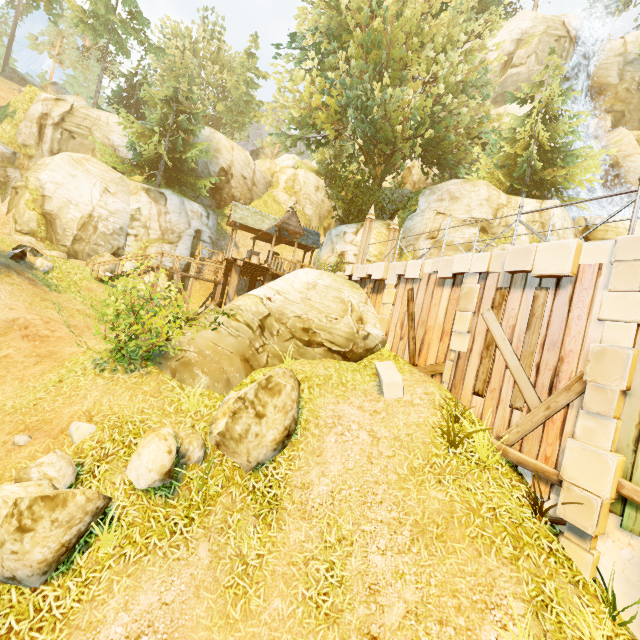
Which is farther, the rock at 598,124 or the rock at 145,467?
the rock at 598,124

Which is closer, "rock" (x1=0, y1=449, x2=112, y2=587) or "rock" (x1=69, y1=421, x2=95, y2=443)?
"rock" (x1=0, y1=449, x2=112, y2=587)

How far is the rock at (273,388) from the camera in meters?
6.5 m

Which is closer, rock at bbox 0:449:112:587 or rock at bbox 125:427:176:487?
rock at bbox 0:449:112:587

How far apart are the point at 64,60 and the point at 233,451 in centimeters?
8595cm

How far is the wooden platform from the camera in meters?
20.2

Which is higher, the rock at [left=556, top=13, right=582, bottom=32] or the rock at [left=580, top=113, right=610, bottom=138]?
the rock at [left=556, top=13, right=582, bottom=32]

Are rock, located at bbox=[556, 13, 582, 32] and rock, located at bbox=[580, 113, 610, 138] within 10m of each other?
yes
